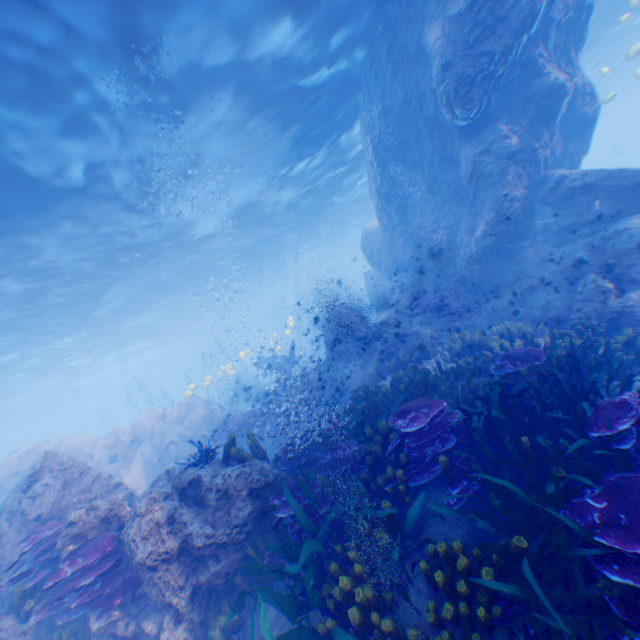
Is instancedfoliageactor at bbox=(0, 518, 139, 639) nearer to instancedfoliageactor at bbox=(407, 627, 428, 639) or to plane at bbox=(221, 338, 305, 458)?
instancedfoliageactor at bbox=(407, 627, 428, 639)

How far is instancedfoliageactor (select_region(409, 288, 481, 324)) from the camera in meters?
12.3

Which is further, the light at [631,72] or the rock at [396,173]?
the light at [631,72]

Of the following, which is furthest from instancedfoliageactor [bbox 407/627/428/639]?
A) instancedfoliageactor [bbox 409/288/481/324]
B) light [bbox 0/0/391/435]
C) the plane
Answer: light [bbox 0/0/391/435]

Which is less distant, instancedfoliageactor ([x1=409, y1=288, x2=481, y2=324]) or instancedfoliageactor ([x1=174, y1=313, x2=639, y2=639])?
instancedfoliageactor ([x1=174, y1=313, x2=639, y2=639])

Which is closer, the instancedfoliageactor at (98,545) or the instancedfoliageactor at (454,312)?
the instancedfoliageactor at (98,545)

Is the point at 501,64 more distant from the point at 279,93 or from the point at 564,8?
the point at 279,93

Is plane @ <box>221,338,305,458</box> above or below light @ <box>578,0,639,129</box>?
below
